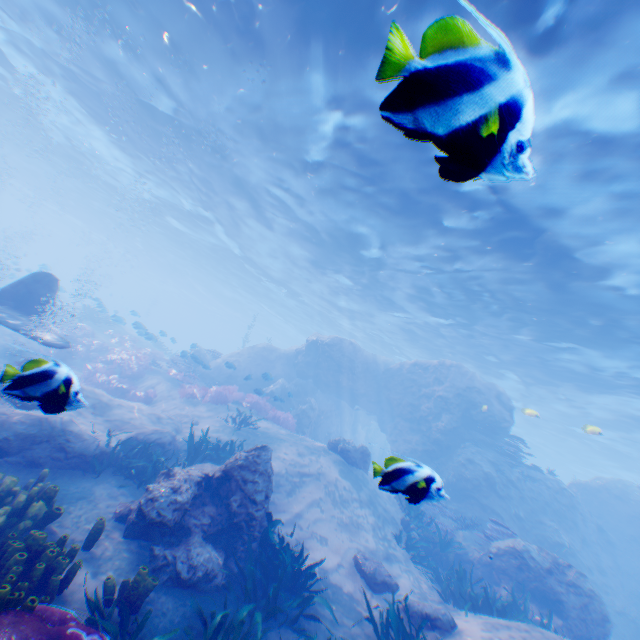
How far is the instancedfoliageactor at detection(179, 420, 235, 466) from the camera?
9.5m

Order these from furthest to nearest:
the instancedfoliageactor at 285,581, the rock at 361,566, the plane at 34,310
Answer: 1. the plane at 34,310
2. the rock at 361,566
3. the instancedfoliageactor at 285,581

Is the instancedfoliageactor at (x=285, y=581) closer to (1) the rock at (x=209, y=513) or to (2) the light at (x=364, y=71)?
(1) the rock at (x=209, y=513)

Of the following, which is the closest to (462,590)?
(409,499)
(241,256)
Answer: (409,499)

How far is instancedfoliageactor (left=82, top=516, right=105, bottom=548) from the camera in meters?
5.1 m

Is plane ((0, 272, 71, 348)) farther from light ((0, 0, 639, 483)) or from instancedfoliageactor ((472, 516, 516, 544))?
light ((0, 0, 639, 483))

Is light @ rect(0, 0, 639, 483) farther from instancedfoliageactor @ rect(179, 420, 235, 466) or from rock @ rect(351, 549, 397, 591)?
instancedfoliageactor @ rect(179, 420, 235, 466)
